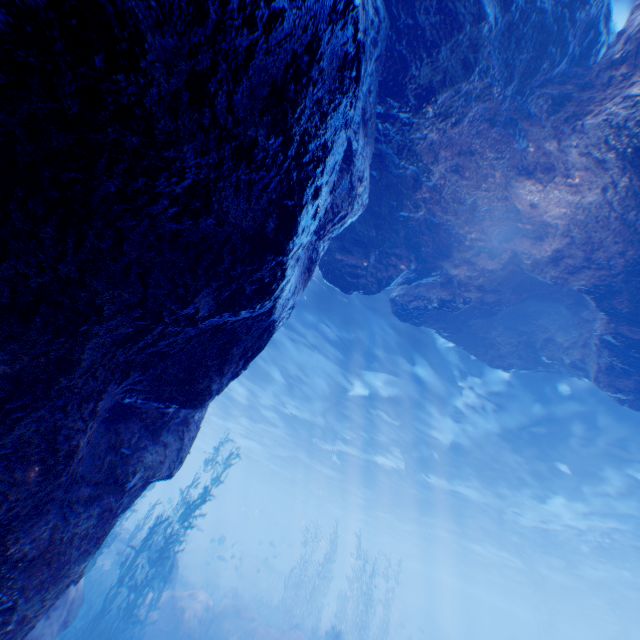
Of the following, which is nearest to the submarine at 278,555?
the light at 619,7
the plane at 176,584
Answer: the light at 619,7

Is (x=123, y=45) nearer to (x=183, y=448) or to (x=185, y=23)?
(x=185, y=23)

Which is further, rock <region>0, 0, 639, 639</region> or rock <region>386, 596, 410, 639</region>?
rock <region>386, 596, 410, 639</region>

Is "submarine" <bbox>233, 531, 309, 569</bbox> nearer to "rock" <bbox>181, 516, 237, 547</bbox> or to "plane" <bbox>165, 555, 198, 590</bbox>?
"rock" <bbox>181, 516, 237, 547</bbox>

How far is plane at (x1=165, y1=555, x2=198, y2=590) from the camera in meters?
17.1

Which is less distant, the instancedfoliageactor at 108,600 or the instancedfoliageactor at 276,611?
the instancedfoliageactor at 108,600

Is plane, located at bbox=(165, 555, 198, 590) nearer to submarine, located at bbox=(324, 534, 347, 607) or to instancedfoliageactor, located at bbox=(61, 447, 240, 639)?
instancedfoliageactor, located at bbox=(61, 447, 240, 639)

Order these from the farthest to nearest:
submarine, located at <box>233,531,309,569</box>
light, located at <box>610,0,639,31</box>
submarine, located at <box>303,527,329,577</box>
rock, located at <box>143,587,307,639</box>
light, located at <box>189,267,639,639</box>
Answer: submarine, located at <box>303,527,329,577</box>
submarine, located at <box>233,531,309,569</box>
rock, located at <box>143,587,307,639</box>
light, located at <box>189,267,639,639</box>
light, located at <box>610,0,639,31</box>
